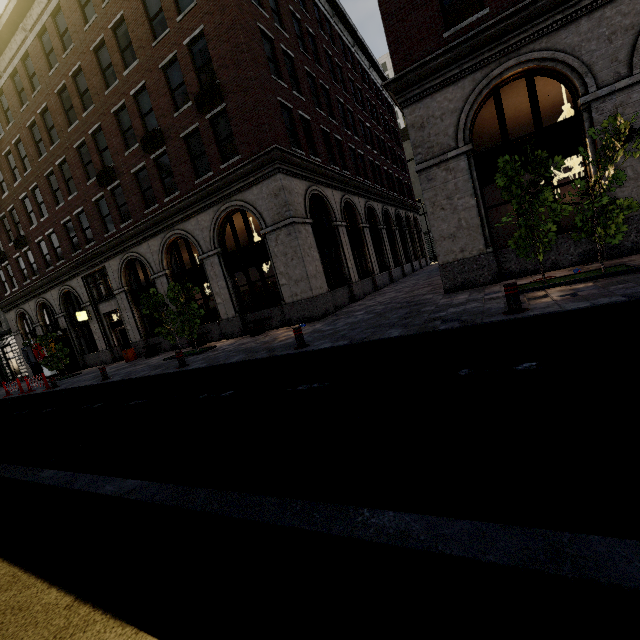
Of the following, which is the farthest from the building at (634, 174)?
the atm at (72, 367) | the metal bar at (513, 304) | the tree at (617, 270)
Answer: the metal bar at (513, 304)

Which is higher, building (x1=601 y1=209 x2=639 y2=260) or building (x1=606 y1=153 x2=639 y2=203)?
building (x1=606 y1=153 x2=639 y2=203)

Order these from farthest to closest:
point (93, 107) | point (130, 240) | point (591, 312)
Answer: point (130, 240), point (93, 107), point (591, 312)

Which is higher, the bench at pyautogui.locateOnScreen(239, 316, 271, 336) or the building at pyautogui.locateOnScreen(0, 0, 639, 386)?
the building at pyautogui.locateOnScreen(0, 0, 639, 386)

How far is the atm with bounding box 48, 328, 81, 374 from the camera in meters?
22.5

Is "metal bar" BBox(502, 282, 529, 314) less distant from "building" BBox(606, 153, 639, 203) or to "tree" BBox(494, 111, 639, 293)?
"tree" BBox(494, 111, 639, 293)

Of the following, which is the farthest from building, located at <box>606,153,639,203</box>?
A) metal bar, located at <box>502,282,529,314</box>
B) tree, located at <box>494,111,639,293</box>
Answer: metal bar, located at <box>502,282,529,314</box>

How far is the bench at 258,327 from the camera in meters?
14.2 m
